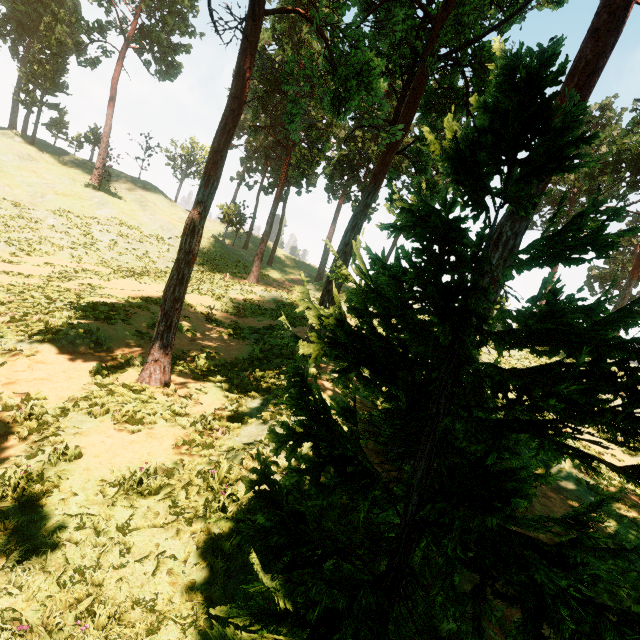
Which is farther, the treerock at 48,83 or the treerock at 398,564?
the treerock at 48,83

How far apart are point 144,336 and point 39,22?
63.4 meters

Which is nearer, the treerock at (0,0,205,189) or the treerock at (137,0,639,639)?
the treerock at (137,0,639,639)
